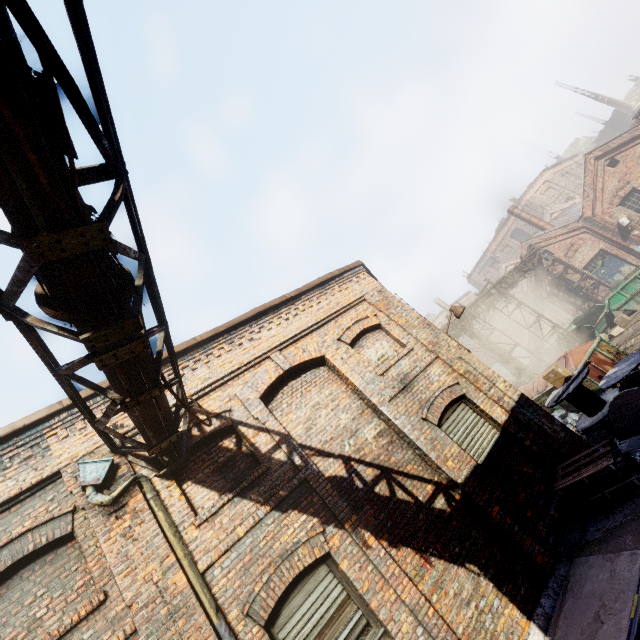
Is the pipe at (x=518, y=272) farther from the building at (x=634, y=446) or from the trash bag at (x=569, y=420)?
the trash bag at (x=569, y=420)

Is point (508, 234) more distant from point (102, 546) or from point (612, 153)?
point (102, 546)

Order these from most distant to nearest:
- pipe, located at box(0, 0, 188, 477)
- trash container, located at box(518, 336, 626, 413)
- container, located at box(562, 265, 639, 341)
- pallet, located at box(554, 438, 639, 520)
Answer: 1. container, located at box(562, 265, 639, 341)
2. trash container, located at box(518, 336, 626, 413)
3. pallet, located at box(554, 438, 639, 520)
4. pipe, located at box(0, 0, 188, 477)

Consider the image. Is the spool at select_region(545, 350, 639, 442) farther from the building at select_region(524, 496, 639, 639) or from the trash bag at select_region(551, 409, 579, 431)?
the trash bag at select_region(551, 409, 579, 431)

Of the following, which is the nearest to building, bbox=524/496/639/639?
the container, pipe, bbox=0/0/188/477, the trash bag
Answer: the trash bag

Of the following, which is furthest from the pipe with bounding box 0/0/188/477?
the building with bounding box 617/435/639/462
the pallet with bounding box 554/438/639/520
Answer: the pallet with bounding box 554/438/639/520

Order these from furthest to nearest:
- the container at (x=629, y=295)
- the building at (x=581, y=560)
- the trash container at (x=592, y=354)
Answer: the container at (x=629, y=295) → the trash container at (x=592, y=354) → the building at (x=581, y=560)

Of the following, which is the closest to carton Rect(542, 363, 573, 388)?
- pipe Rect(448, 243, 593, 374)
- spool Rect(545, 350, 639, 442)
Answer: spool Rect(545, 350, 639, 442)
